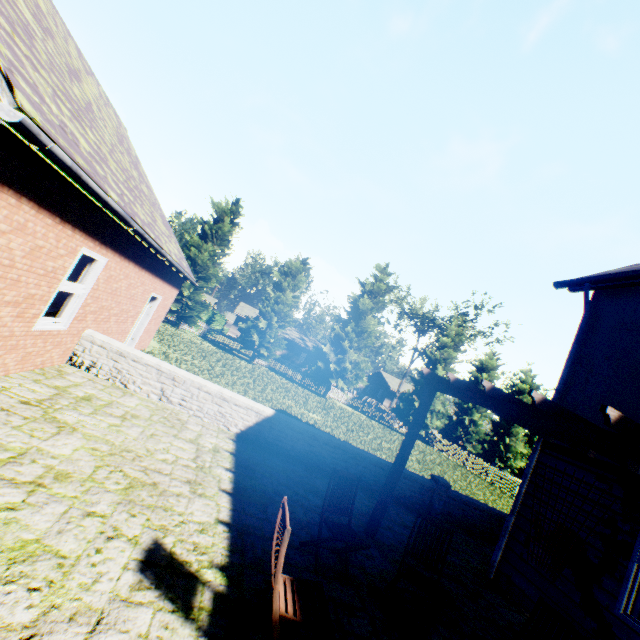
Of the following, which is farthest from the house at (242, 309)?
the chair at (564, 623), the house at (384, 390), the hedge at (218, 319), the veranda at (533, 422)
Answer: the chair at (564, 623)

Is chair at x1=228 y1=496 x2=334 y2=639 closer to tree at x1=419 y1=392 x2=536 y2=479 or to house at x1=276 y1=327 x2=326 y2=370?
tree at x1=419 y1=392 x2=536 y2=479

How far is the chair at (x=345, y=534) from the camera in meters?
4.1

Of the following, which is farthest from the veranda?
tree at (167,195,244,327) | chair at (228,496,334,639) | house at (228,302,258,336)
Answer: house at (228,302,258,336)

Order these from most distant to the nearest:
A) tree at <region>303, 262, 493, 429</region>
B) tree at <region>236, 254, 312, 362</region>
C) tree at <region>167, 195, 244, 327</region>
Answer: tree at <region>303, 262, 493, 429</region> < tree at <region>236, 254, 312, 362</region> < tree at <region>167, 195, 244, 327</region>

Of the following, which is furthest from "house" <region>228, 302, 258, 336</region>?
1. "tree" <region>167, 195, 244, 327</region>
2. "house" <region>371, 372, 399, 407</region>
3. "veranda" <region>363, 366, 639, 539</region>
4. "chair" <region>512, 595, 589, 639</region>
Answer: "chair" <region>512, 595, 589, 639</region>

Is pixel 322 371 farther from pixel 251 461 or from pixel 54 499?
pixel 54 499

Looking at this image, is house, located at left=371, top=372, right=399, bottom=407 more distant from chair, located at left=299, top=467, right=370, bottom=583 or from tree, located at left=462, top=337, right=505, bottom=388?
chair, located at left=299, top=467, right=370, bottom=583
